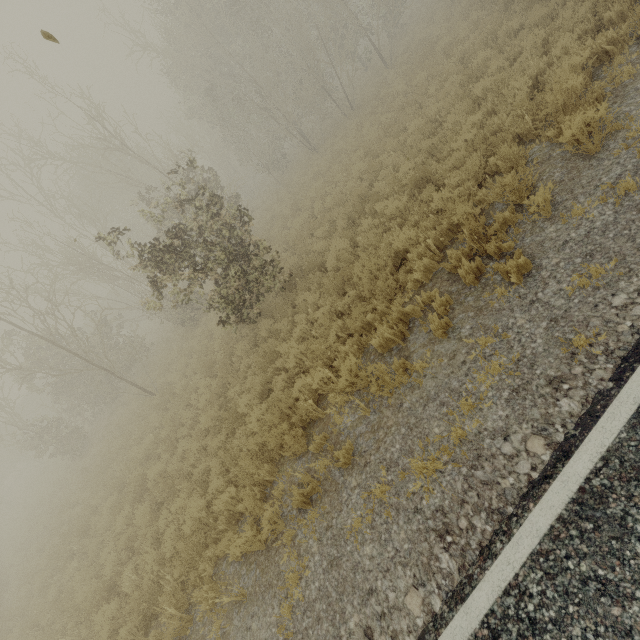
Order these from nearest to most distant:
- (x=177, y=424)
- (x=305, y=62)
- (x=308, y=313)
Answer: (x=308, y=313)
(x=177, y=424)
(x=305, y=62)

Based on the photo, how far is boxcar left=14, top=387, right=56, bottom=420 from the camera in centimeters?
3741cm

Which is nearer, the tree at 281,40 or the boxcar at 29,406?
the tree at 281,40

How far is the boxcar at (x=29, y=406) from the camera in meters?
37.4 m

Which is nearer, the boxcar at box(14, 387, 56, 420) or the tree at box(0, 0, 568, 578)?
the tree at box(0, 0, 568, 578)
